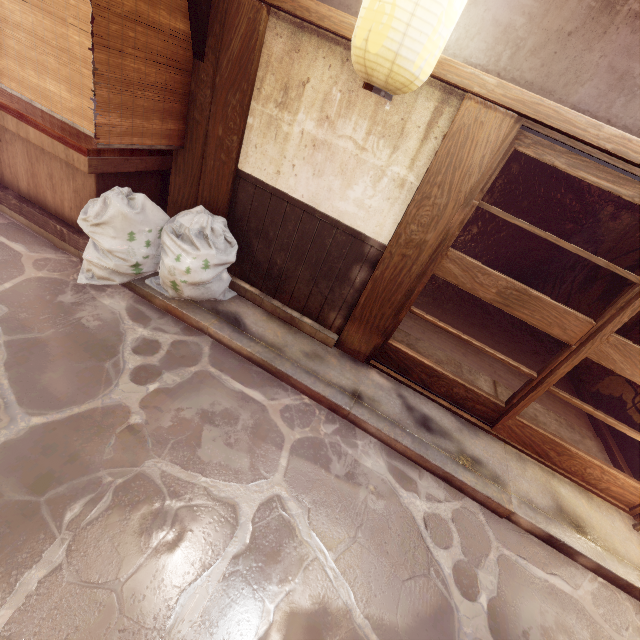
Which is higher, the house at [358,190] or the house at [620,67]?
the house at [620,67]

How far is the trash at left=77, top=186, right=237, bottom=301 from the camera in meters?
5.8

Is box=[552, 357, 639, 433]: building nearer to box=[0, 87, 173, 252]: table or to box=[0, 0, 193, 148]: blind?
box=[0, 0, 193, 148]: blind

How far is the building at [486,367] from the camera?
9.2 meters

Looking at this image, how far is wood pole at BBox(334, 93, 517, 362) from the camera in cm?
477

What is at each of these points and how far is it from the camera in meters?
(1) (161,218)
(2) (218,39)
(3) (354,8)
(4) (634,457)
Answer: (1) trash, 6.3
(2) wood pole, 5.6
(3) house, 5.1
(4) building, 7.6

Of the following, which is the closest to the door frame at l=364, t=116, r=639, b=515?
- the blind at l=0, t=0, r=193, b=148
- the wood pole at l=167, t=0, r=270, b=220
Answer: the wood pole at l=167, t=0, r=270, b=220

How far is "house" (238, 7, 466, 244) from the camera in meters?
5.1
